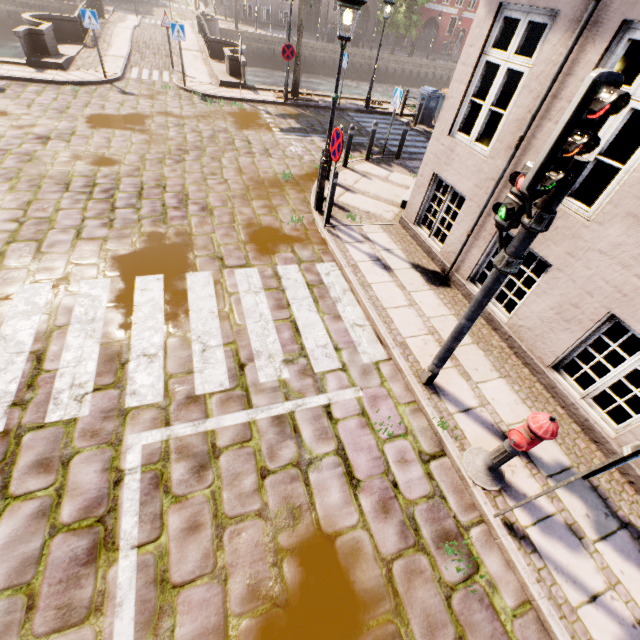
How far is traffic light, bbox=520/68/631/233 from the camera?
1.9 meters

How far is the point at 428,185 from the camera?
6.60m

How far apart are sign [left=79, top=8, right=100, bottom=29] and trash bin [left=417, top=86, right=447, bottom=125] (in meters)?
12.76

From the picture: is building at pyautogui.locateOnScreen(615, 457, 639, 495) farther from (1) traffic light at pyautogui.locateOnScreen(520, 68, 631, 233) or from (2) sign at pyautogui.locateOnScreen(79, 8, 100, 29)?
(1) traffic light at pyautogui.locateOnScreen(520, 68, 631, 233)

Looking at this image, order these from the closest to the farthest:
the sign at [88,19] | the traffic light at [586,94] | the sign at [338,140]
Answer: the traffic light at [586,94] < the sign at [338,140] < the sign at [88,19]

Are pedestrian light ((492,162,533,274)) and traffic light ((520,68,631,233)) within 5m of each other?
yes

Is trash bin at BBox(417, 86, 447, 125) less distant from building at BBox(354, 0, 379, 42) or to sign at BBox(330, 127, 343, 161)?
sign at BBox(330, 127, 343, 161)

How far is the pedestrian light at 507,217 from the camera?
2.8 meters
